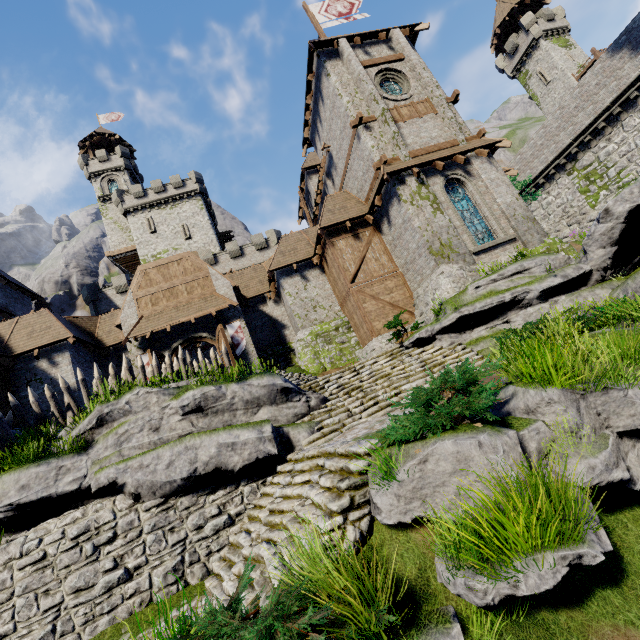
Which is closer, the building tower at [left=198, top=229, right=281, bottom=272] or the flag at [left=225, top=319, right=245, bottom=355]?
the flag at [left=225, top=319, right=245, bottom=355]

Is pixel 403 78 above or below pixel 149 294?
above

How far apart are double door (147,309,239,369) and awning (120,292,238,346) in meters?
0.5 m

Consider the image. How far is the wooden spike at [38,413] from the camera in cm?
1109

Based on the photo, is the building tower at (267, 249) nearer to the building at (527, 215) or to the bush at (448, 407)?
the building at (527, 215)

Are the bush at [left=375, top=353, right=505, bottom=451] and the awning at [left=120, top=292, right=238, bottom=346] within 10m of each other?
no

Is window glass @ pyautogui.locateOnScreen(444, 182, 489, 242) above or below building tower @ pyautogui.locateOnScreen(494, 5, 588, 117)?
below

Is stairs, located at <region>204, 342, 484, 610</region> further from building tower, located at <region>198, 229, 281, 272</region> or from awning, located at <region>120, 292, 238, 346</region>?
building tower, located at <region>198, 229, 281, 272</region>
